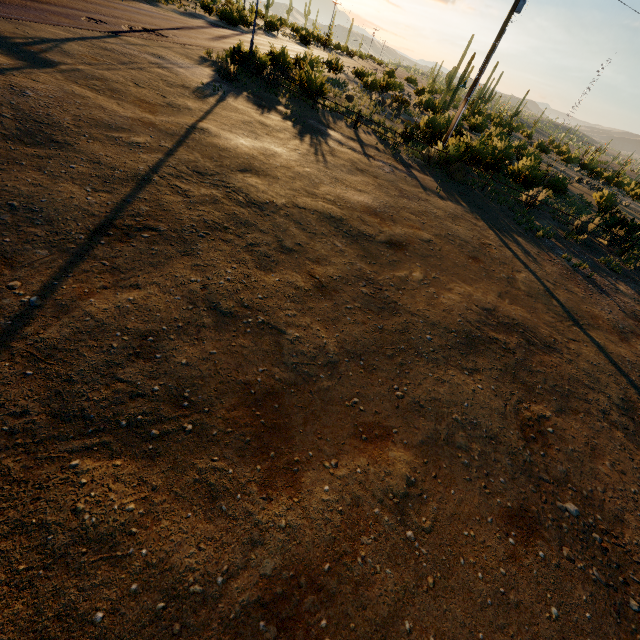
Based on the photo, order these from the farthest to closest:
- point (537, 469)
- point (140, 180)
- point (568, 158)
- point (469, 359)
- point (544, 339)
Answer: point (568, 158)
point (544, 339)
point (140, 180)
point (469, 359)
point (537, 469)
